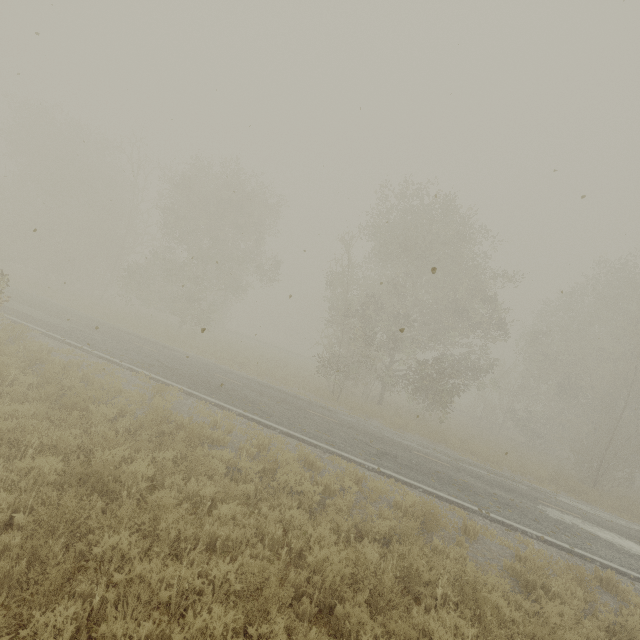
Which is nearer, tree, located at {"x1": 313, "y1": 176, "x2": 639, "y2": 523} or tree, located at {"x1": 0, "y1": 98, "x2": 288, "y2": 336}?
tree, located at {"x1": 313, "y1": 176, "x2": 639, "y2": 523}

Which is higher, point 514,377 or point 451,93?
point 451,93

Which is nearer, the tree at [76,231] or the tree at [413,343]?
the tree at [413,343]
